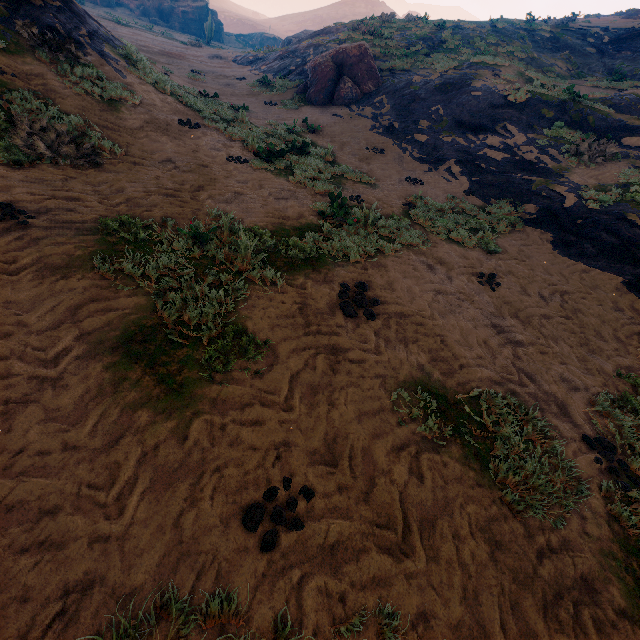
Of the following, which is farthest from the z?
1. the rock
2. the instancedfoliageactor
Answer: the rock

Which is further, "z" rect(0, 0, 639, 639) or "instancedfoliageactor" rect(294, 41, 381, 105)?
"instancedfoliageactor" rect(294, 41, 381, 105)

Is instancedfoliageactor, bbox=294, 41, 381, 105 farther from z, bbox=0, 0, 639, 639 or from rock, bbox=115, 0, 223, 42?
rock, bbox=115, 0, 223, 42

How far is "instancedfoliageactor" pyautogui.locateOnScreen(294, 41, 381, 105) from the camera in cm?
1551

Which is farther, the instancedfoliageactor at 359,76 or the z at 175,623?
the instancedfoliageactor at 359,76

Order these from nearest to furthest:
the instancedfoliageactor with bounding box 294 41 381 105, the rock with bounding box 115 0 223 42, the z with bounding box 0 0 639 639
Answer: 1. the z with bounding box 0 0 639 639
2. the instancedfoliageactor with bounding box 294 41 381 105
3. the rock with bounding box 115 0 223 42

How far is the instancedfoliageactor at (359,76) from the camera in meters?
15.5

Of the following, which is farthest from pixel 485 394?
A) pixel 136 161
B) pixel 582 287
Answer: pixel 136 161
